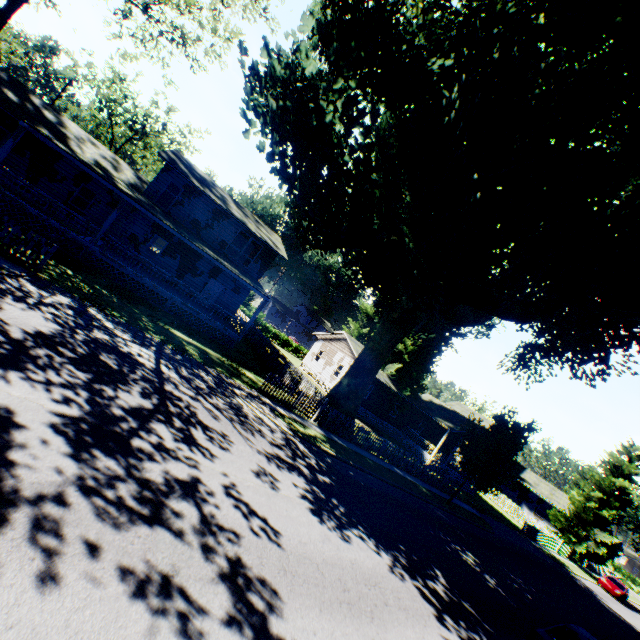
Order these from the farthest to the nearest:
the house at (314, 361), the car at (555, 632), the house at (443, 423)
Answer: the house at (314, 361) → the house at (443, 423) → the car at (555, 632)

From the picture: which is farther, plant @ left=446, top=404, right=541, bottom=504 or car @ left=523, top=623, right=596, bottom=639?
plant @ left=446, top=404, right=541, bottom=504

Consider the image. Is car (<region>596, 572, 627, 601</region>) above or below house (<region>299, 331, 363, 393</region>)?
below

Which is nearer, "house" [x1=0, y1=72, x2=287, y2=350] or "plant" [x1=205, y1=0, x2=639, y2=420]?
"plant" [x1=205, y1=0, x2=639, y2=420]

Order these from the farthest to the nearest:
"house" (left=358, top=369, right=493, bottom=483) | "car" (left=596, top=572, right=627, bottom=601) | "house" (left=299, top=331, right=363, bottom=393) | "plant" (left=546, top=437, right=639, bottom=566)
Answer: "plant" (left=546, top=437, right=639, bottom=566) < "house" (left=299, top=331, right=363, bottom=393) < "house" (left=358, top=369, right=493, bottom=483) < "car" (left=596, top=572, right=627, bottom=601)

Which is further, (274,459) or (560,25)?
(560,25)

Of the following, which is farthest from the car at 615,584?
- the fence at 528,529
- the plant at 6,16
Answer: the fence at 528,529
